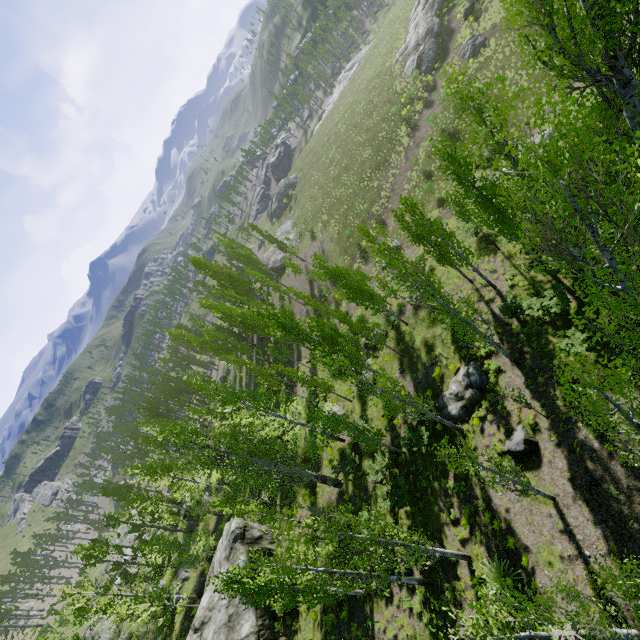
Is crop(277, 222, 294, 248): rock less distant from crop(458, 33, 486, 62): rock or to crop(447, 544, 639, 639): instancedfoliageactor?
crop(447, 544, 639, 639): instancedfoliageactor

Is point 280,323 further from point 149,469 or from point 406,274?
point 149,469

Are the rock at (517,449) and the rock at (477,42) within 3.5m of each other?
no

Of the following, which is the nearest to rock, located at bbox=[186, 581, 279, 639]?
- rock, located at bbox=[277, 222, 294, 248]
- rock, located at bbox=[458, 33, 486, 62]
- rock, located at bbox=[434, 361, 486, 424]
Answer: rock, located at bbox=[434, 361, 486, 424]

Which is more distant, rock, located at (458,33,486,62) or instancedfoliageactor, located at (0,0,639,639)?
rock, located at (458,33,486,62)

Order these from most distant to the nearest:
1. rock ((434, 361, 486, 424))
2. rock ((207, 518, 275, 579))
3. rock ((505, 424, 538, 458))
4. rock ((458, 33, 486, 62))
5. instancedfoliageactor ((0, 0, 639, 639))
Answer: rock ((458, 33, 486, 62))
rock ((207, 518, 275, 579))
rock ((434, 361, 486, 424))
rock ((505, 424, 538, 458))
instancedfoliageactor ((0, 0, 639, 639))

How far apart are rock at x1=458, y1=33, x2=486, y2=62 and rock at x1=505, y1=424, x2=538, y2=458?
41.18m

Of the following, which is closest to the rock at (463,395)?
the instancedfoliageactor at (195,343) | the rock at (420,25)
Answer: the instancedfoliageactor at (195,343)
